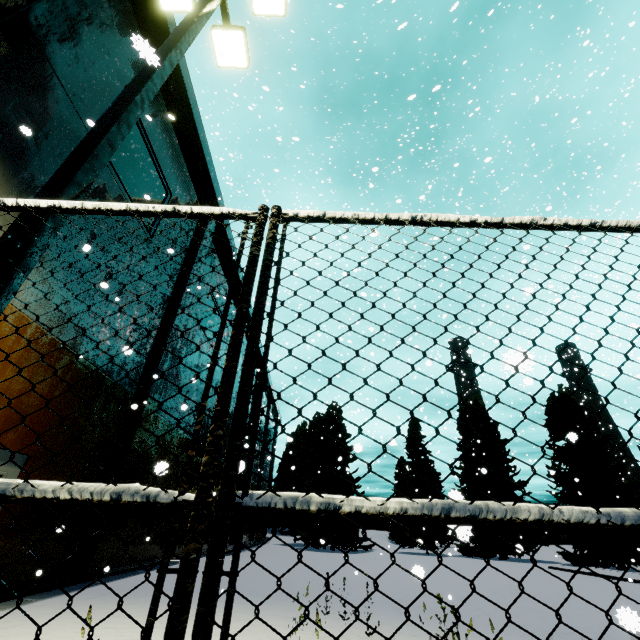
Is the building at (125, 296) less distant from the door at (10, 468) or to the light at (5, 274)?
the door at (10, 468)

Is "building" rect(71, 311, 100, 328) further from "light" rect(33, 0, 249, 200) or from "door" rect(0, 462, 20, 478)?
"light" rect(33, 0, 249, 200)

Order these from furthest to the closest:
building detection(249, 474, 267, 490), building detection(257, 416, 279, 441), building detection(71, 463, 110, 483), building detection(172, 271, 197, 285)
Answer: building detection(257, 416, 279, 441) → building detection(249, 474, 267, 490) → building detection(172, 271, 197, 285) → building detection(71, 463, 110, 483)

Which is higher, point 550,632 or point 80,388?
point 80,388

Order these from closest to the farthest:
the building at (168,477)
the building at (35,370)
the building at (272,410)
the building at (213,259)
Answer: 1. the building at (35,370)
2. the building at (168,477)
3. the building at (213,259)
4. the building at (272,410)

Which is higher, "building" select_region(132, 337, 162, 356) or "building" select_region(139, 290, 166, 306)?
"building" select_region(139, 290, 166, 306)

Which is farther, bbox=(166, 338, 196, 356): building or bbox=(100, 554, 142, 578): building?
bbox=(166, 338, 196, 356): building
